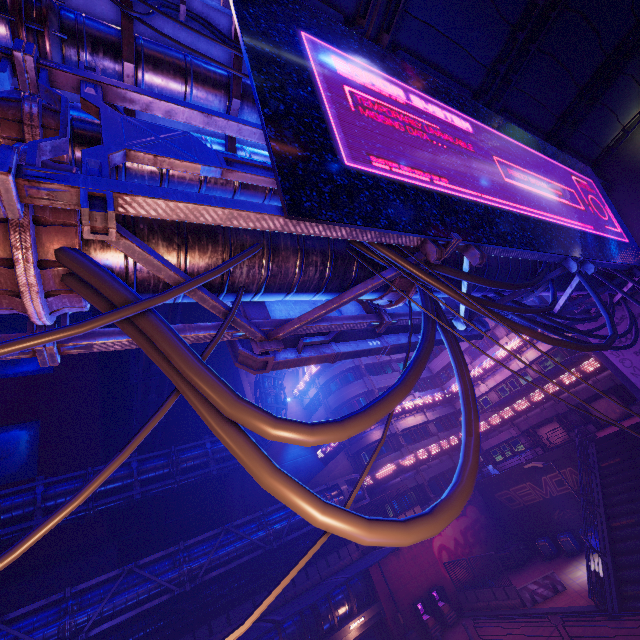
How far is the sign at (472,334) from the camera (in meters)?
8.35

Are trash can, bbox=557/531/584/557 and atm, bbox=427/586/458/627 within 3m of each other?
no

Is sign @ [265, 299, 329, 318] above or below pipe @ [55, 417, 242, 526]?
below

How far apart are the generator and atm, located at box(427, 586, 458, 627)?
6.46m

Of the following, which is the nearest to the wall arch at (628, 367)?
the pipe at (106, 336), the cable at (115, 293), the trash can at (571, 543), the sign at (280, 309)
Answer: the cable at (115, 293)

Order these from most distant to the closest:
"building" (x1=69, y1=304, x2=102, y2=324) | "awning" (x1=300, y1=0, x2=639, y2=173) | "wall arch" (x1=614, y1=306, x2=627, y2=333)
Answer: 1. "building" (x1=69, y1=304, x2=102, y2=324)
2. "wall arch" (x1=614, y1=306, x2=627, y2=333)
3. "awning" (x1=300, y1=0, x2=639, y2=173)

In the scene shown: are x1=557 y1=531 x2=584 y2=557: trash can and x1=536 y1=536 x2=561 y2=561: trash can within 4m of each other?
yes

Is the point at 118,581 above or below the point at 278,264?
below
